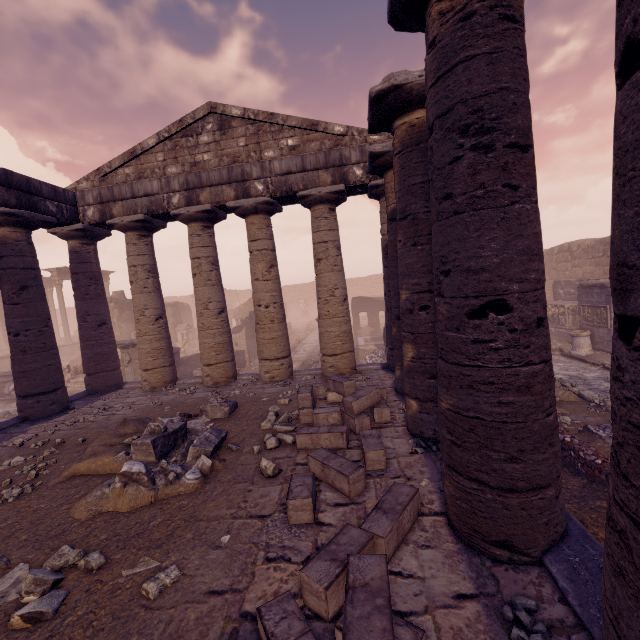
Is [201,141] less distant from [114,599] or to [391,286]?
[391,286]

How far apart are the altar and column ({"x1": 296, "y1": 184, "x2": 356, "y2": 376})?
19.6m

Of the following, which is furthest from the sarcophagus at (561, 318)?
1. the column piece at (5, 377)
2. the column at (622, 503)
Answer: the column piece at (5, 377)

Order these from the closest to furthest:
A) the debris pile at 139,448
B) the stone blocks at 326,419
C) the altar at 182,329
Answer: the stone blocks at 326,419 < the debris pile at 139,448 < the altar at 182,329

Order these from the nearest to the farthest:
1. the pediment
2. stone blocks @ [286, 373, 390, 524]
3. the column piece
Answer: stone blocks @ [286, 373, 390, 524]
the pediment
the column piece

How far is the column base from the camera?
13.0 meters

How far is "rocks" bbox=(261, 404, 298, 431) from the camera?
6.19m

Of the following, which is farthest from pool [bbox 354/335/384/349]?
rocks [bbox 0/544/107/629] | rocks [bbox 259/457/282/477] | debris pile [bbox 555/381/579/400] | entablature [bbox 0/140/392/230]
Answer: rocks [bbox 0/544/107/629]
